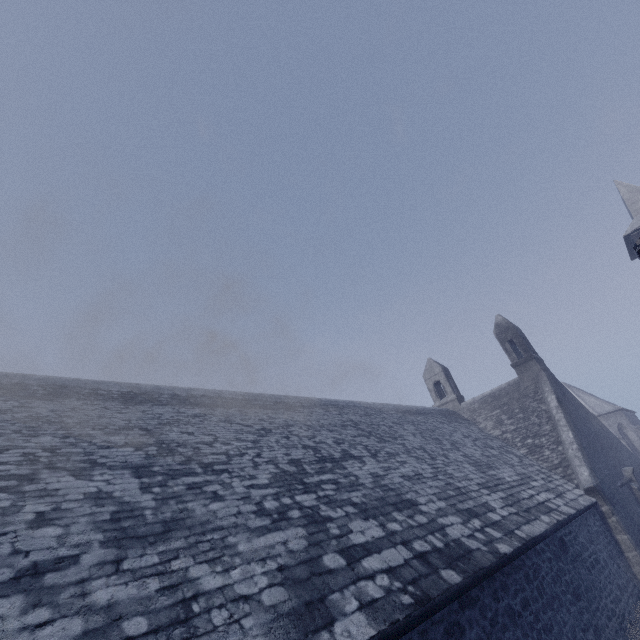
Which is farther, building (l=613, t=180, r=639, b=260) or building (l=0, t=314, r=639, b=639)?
building (l=613, t=180, r=639, b=260)

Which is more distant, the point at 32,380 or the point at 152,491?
the point at 32,380

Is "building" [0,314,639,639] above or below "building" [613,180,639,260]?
below

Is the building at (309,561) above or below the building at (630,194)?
below

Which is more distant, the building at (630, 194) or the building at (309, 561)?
the building at (630, 194)
